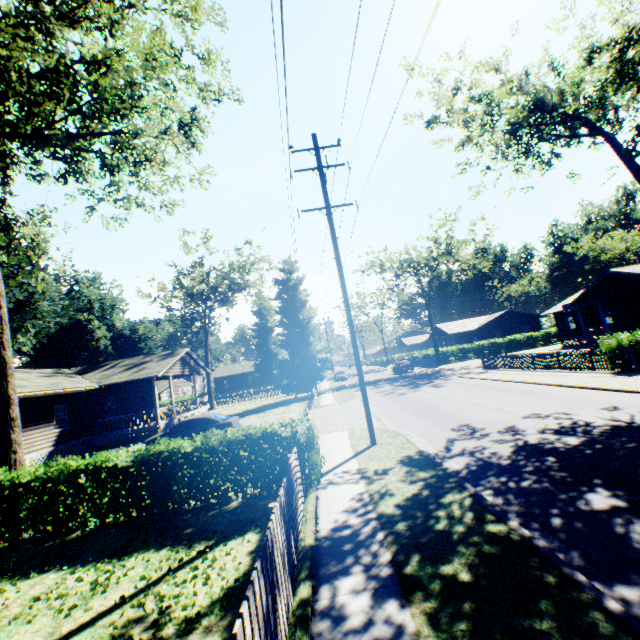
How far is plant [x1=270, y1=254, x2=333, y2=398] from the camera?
34.59m

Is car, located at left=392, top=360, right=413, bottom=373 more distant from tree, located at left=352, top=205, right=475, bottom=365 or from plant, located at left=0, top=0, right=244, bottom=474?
plant, located at left=0, top=0, right=244, bottom=474

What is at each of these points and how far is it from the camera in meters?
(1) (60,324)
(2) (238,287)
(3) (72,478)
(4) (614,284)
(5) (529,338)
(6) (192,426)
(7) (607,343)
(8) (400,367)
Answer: (1) plant, 36.6 m
(2) tree, 42.3 m
(3) hedge, 8.0 m
(4) house, 27.7 m
(5) hedge, 48.8 m
(6) car, 16.3 m
(7) hedge, 16.7 m
(8) car, 43.8 m

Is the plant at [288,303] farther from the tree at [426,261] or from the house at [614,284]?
the house at [614,284]

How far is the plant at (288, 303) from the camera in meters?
34.6 m

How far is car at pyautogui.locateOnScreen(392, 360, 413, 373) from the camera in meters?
43.5

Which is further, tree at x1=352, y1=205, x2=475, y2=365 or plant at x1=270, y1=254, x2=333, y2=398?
tree at x1=352, y1=205, x2=475, y2=365

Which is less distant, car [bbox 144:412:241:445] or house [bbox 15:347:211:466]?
car [bbox 144:412:241:445]
